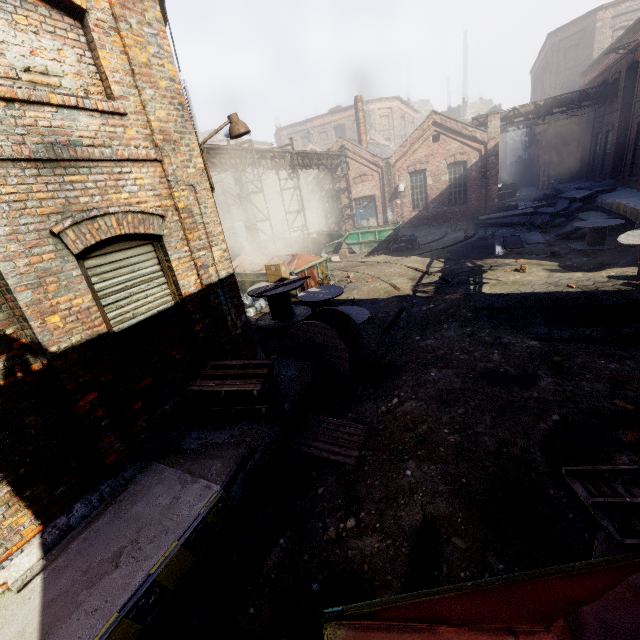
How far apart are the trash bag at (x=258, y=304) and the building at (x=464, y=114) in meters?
48.6 m

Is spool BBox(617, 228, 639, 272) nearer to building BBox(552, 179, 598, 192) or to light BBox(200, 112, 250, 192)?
building BBox(552, 179, 598, 192)

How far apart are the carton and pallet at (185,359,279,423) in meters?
3.5 m

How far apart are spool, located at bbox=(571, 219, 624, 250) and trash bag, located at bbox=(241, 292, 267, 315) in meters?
12.8 m

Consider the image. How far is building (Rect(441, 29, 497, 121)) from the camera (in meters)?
44.09

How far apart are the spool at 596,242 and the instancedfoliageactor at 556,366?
9.66m

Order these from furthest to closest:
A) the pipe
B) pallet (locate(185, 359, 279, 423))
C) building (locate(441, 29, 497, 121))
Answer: building (locate(441, 29, 497, 121)), the pipe, pallet (locate(185, 359, 279, 423))

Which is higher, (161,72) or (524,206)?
(161,72)
